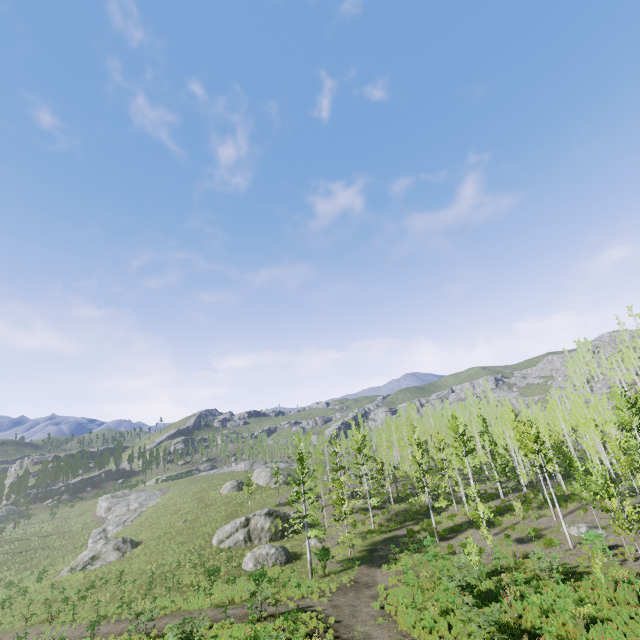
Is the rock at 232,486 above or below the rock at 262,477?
below

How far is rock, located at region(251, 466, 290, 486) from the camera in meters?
54.2 m

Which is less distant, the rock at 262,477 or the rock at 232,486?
the rock at 232,486

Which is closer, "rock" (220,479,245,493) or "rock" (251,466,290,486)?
Result: "rock" (220,479,245,493)

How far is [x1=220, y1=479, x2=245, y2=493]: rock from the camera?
52.31m

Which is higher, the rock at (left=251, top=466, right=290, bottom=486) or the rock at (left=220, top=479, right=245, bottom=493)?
the rock at (left=251, top=466, right=290, bottom=486)

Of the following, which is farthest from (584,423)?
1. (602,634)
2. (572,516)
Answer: (602,634)
